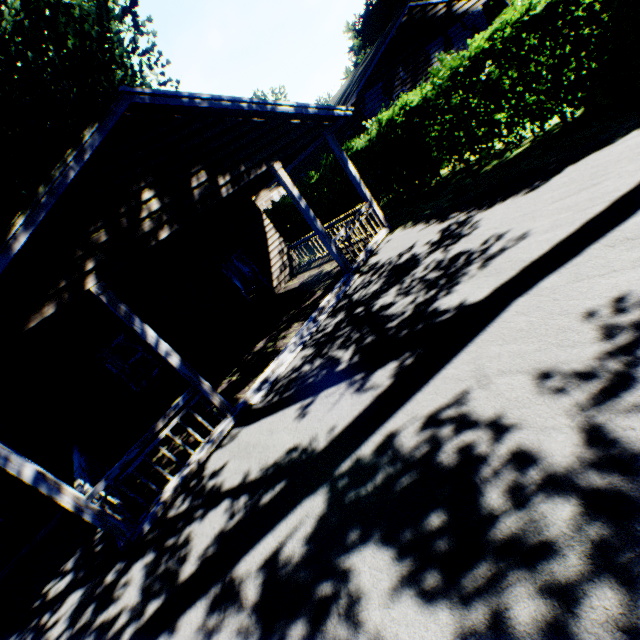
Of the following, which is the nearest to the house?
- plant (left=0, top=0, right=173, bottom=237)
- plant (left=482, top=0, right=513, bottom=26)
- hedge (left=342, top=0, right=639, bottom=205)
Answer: plant (left=0, top=0, right=173, bottom=237)

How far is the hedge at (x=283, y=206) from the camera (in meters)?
→ 19.09

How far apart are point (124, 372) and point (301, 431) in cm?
1720

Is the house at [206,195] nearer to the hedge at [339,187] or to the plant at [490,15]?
the hedge at [339,187]

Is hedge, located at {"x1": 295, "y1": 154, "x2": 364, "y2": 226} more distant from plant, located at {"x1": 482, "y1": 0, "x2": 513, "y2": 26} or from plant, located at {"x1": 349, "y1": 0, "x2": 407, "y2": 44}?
plant, located at {"x1": 482, "y1": 0, "x2": 513, "y2": 26}

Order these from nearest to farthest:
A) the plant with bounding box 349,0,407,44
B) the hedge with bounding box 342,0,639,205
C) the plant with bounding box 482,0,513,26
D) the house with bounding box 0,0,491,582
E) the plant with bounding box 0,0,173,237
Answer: the house with bounding box 0,0,491,582 → the hedge with bounding box 342,0,639,205 → the plant with bounding box 0,0,173,237 → the plant with bounding box 482,0,513,26 → the plant with bounding box 349,0,407,44

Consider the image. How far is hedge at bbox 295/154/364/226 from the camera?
14.18m
